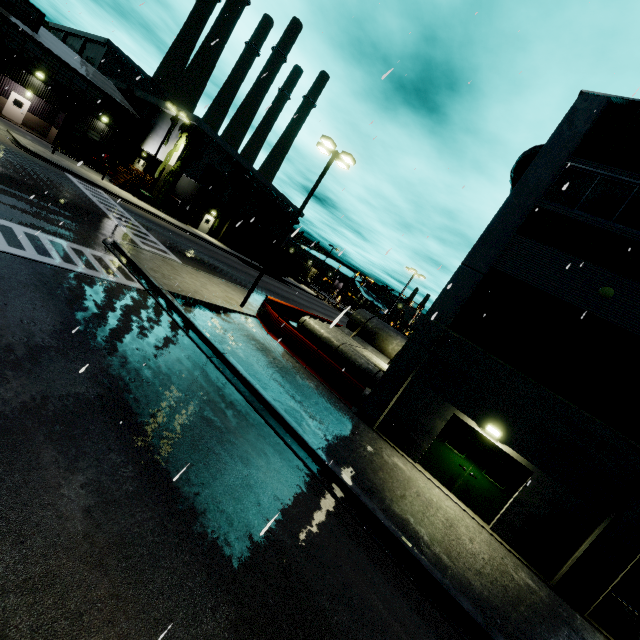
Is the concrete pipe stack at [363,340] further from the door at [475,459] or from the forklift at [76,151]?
the door at [475,459]

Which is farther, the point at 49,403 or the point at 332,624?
the point at 49,403

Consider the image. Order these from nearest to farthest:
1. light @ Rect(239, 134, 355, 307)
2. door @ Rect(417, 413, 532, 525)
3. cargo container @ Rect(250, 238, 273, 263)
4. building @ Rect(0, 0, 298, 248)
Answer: door @ Rect(417, 413, 532, 525), light @ Rect(239, 134, 355, 307), building @ Rect(0, 0, 298, 248), cargo container @ Rect(250, 238, 273, 263)

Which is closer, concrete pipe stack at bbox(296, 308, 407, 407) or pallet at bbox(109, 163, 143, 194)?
concrete pipe stack at bbox(296, 308, 407, 407)

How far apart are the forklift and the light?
30.5 meters

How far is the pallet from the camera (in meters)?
33.78

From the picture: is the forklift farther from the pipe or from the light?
the pipe

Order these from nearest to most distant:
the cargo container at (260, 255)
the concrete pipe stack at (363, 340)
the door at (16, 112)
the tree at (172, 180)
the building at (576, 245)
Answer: the building at (576, 245), the concrete pipe stack at (363, 340), the door at (16, 112), the tree at (172, 180), the cargo container at (260, 255)
